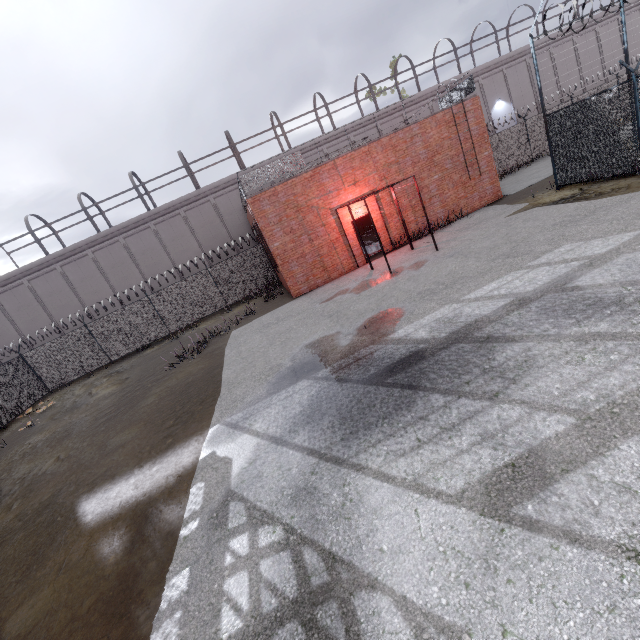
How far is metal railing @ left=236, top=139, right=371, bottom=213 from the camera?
14.0 meters

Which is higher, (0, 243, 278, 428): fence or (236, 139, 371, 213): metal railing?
(236, 139, 371, 213): metal railing

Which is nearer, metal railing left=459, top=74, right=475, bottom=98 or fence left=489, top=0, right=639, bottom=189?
fence left=489, top=0, right=639, bottom=189

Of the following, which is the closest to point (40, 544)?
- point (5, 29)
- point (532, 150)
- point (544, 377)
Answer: point (544, 377)

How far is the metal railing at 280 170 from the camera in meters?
14.0 m

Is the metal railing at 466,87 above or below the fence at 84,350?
above
